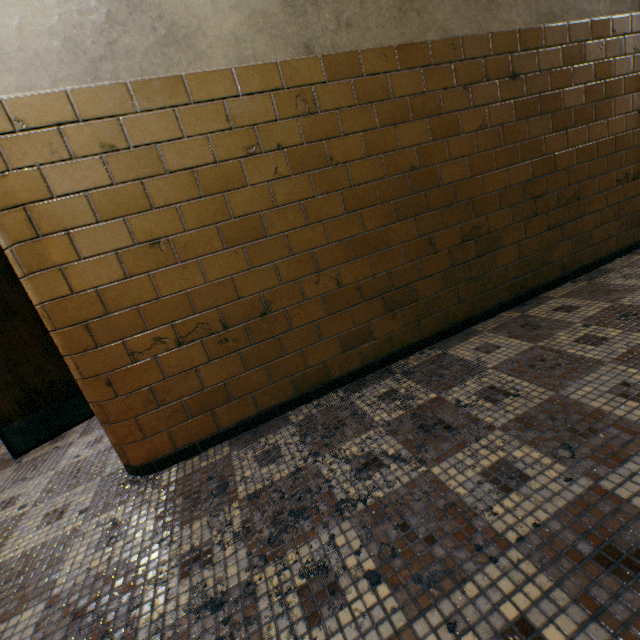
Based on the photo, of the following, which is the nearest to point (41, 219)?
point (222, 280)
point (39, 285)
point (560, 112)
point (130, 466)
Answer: point (39, 285)
